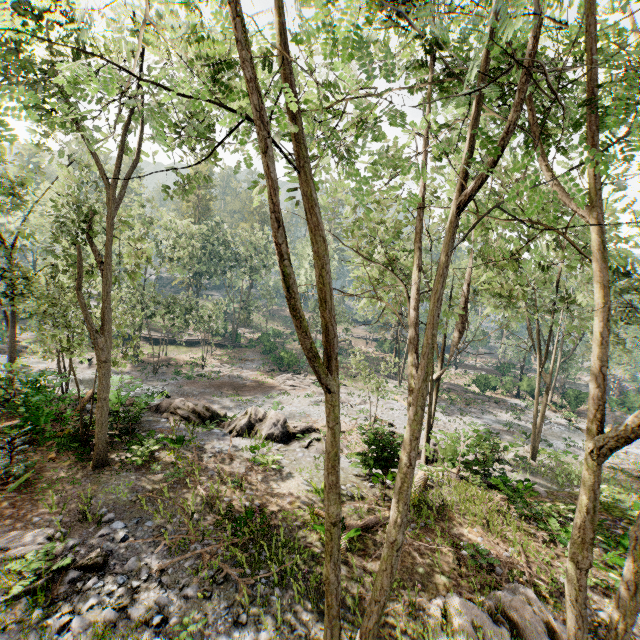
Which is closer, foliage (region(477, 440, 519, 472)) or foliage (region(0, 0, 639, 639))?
foliage (region(0, 0, 639, 639))

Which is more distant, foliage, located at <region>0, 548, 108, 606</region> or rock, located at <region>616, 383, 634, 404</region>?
rock, located at <region>616, 383, 634, 404</region>

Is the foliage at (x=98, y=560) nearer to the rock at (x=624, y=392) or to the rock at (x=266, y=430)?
the rock at (x=266, y=430)

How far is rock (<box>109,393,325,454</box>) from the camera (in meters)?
17.56

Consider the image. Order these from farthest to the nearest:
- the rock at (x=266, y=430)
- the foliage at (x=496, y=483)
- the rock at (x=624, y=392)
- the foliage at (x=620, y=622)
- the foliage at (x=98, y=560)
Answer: the rock at (x=624, y=392), the rock at (x=266, y=430), the foliage at (x=496, y=483), the foliage at (x=98, y=560), the foliage at (x=620, y=622)

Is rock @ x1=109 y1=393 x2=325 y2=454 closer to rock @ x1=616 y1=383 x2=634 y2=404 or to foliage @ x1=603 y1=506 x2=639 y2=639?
foliage @ x1=603 y1=506 x2=639 y2=639

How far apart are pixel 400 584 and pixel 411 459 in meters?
6.6

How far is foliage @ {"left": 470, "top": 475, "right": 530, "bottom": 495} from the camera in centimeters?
1537cm
